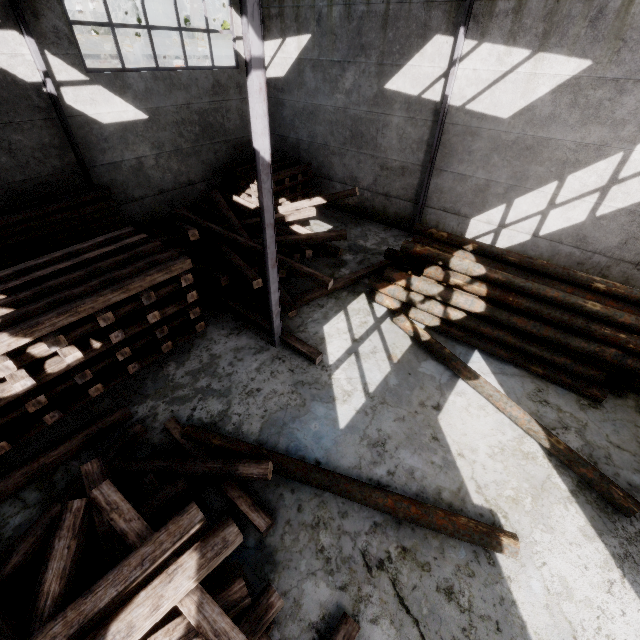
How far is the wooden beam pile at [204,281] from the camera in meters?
8.2

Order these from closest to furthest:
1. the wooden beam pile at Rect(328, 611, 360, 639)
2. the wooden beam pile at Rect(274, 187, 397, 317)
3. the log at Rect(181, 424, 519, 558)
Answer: the wooden beam pile at Rect(328, 611, 360, 639) → the log at Rect(181, 424, 519, 558) → the wooden beam pile at Rect(274, 187, 397, 317)

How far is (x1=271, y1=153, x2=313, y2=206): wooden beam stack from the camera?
12.6 meters

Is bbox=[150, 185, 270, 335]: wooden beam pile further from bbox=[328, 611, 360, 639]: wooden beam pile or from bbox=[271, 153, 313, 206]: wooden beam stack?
bbox=[328, 611, 360, 639]: wooden beam pile

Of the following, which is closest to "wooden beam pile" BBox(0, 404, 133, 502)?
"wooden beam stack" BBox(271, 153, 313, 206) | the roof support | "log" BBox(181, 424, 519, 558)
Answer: "log" BBox(181, 424, 519, 558)

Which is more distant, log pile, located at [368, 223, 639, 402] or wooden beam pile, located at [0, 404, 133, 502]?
log pile, located at [368, 223, 639, 402]

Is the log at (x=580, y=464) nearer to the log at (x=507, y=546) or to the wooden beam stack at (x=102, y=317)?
the log at (x=507, y=546)

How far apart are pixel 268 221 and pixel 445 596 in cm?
627
